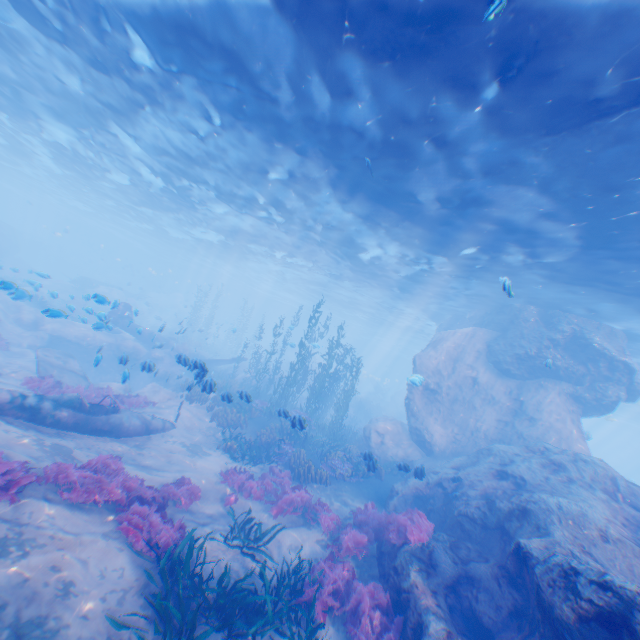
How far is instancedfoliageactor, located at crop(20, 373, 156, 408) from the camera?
12.08m

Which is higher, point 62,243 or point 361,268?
point 361,268

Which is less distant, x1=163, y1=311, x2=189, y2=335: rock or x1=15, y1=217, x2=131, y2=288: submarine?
x1=163, y1=311, x2=189, y2=335: rock

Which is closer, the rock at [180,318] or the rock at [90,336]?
the rock at [90,336]

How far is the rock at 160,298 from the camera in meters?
54.3 m

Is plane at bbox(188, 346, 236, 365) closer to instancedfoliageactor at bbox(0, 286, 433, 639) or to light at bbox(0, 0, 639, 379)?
instancedfoliageactor at bbox(0, 286, 433, 639)

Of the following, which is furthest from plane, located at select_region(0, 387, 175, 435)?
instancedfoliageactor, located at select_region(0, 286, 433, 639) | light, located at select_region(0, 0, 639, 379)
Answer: light, located at select_region(0, 0, 639, 379)
